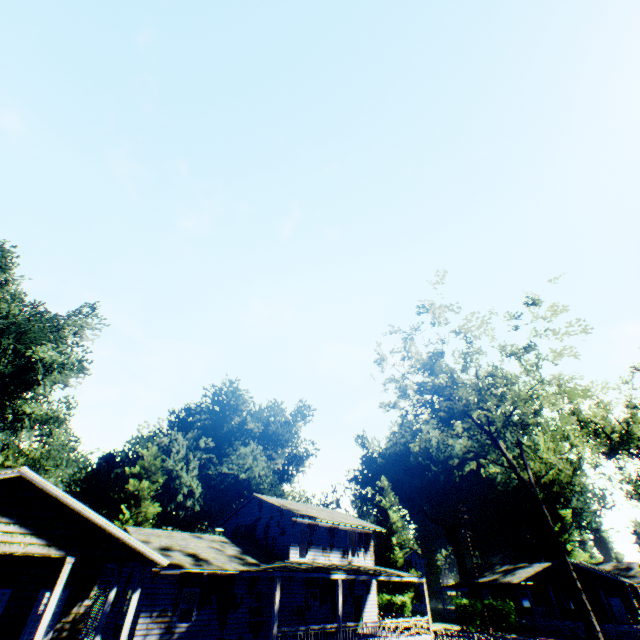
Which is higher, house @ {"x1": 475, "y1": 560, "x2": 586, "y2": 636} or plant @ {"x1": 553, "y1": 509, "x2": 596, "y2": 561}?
plant @ {"x1": 553, "y1": 509, "x2": 596, "y2": 561}

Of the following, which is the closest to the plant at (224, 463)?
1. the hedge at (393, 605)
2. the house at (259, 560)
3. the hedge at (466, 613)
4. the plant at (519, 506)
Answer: the hedge at (393, 605)

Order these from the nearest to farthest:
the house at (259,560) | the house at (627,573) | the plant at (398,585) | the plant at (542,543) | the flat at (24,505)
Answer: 1. the flat at (24,505)
2. the house at (259,560)
3. the house at (627,573)
4. the plant at (398,585)
5. the plant at (542,543)

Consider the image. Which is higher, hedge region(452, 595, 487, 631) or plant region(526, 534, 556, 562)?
plant region(526, 534, 556, 562)

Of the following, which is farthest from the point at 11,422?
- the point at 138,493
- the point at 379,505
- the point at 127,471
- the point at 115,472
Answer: the point at 379,505

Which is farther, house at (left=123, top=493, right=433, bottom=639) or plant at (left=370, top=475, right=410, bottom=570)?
plant at (left=370, top=475, right=410, bottom=570)

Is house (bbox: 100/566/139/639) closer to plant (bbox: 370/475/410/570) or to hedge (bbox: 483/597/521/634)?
hedge (bbox: 483/597/521/634)

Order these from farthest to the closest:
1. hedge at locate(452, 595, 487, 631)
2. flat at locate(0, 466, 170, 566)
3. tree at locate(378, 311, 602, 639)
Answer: hedge at locate(452, 595, 487, 631)
tree at locate(378, 311, 602, 639)
flat at locate(0, 466, 170, 566)
